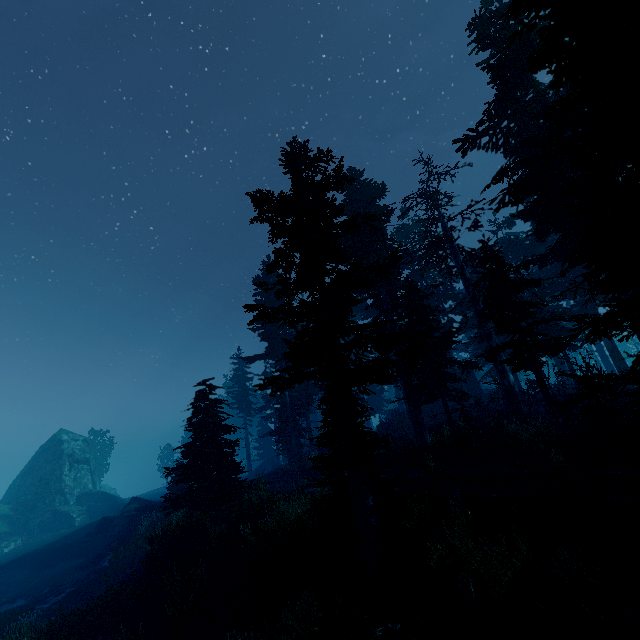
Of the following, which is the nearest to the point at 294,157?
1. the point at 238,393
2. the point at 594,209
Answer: the point at 594,209

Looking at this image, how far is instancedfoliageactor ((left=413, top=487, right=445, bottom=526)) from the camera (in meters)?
10.59

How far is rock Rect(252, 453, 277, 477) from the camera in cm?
4384

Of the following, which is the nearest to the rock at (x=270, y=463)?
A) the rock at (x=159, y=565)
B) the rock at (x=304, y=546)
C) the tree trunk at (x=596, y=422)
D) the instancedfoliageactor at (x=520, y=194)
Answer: the instancedfoliageactor at (x=520, y=194)

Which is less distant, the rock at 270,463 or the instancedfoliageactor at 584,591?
the instancedfoliageactor at 584,591

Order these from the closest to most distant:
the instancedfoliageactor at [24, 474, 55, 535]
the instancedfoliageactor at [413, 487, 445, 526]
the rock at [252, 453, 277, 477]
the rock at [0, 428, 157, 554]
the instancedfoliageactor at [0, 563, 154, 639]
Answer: the instancedfoliageactor at [413, 487, 445, 526] < the instancedfoliageactor at [0, 563, 154, 639] < the rock at [0, 428, 157, 554] < the instancedfoliageactor at [24, 474, 55, 535] < the rock at [252, 453, 277, 477]

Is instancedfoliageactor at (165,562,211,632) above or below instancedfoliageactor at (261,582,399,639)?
below

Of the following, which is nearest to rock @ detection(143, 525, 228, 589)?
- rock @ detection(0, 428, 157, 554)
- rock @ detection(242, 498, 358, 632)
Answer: rock @ detection(242, 498, 358, 632)
